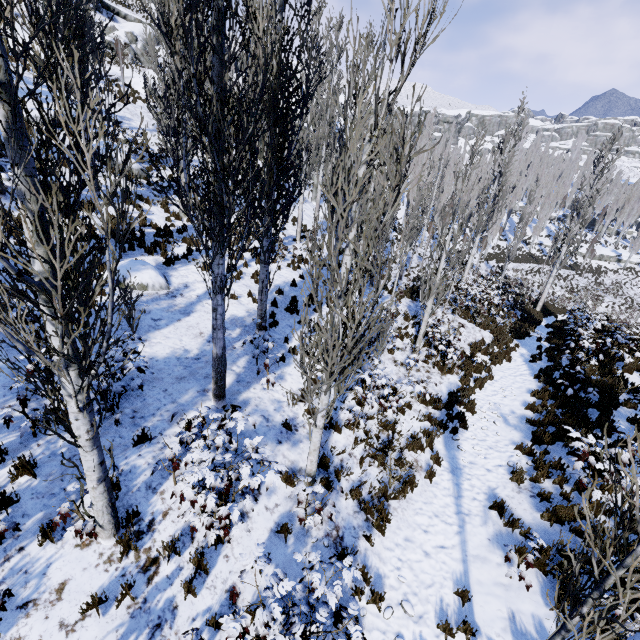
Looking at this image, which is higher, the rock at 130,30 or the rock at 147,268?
the rock at 130,30

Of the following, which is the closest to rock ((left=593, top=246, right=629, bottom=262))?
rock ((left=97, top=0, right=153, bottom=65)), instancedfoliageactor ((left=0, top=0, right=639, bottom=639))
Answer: instancedfoliageactor ((left=0, top=0, right=639, bottom=639))

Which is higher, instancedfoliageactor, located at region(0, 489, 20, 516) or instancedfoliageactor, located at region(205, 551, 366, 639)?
instancedfoliageactor, located at region(0, 489, 20, 516)

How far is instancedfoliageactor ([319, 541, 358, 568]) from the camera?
4.69m

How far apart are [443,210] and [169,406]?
9.73m

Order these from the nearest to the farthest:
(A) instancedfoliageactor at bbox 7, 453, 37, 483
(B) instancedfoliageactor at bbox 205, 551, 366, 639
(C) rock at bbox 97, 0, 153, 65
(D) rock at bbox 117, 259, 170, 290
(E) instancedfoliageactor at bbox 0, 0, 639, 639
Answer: (E) instancedfoliageactor at bbox 0, 0, 639, 639 < (B) instancedfoliageactor at bbox 205, 551, 366, 639 < (A) instancedfoliageactor at bbox 7, 453, 37, 483 < (D) rock at bbox 117, 259, 170, 290 < (C) rock at bbox 97, 0, 153, 65

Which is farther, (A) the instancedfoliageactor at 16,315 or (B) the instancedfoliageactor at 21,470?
(B) the instancedfoliageactor at 21,470
